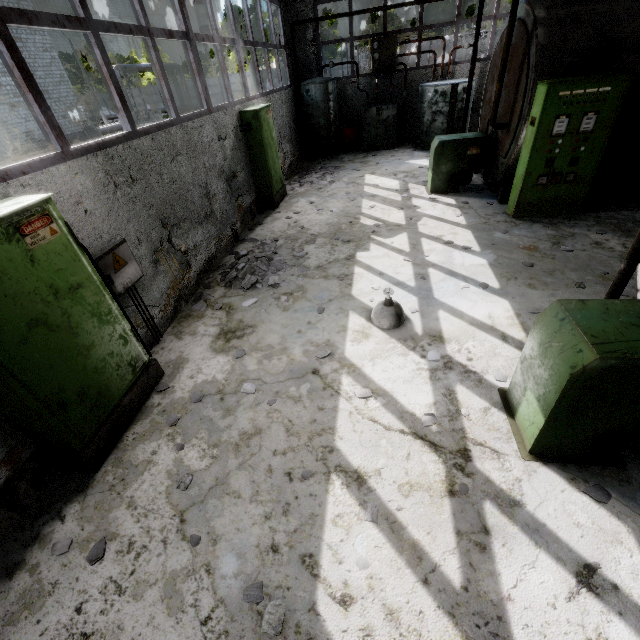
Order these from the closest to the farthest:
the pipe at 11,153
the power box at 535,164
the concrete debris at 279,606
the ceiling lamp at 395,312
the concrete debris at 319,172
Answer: the concrete debris at 279,606 < the ceiling lamp at 395,312 < the power box at 535,164 < the concrete debris at 319,172 < the pipe at 11,153

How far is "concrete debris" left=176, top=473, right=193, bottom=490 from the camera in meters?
3.2 m

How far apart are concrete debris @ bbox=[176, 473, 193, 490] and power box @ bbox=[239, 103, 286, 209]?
7.8m

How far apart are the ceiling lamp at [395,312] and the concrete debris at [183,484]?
3.06m

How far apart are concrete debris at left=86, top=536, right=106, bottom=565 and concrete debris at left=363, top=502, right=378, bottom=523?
2.3m

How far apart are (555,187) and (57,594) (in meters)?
9.54

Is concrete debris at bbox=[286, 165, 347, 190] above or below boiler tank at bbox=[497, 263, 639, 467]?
below

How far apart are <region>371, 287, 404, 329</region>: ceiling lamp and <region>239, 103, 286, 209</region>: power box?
5.7m
